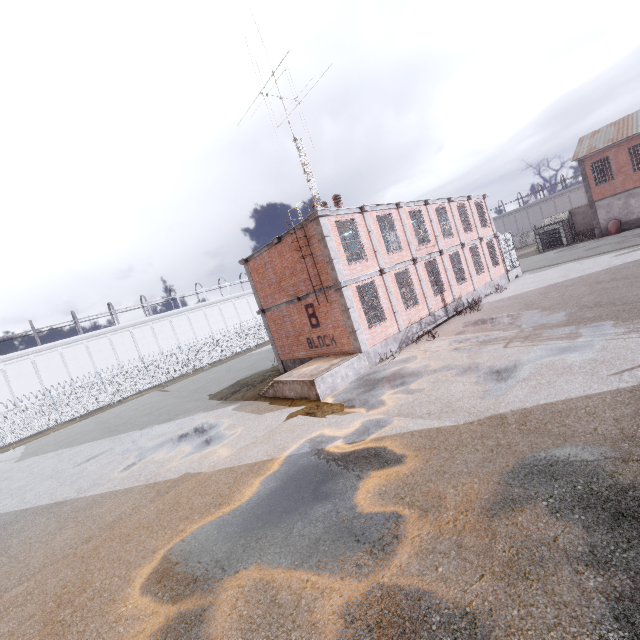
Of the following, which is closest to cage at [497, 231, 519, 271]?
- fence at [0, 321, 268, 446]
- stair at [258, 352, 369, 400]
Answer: fence at [0, 321, 268, 446]

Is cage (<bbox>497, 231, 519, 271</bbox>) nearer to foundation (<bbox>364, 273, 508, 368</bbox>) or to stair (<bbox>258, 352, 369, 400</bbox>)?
foundation (<bbox>364, 273, 508, 368</bbox>)

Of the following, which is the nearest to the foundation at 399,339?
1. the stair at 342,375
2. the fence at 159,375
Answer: the stair at 342,375

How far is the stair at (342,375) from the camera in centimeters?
1233cm

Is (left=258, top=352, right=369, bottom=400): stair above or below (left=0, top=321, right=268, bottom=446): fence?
below

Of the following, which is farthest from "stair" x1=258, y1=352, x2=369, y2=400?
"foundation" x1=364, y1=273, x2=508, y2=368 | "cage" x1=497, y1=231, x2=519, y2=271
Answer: "cage" x1=497, y1=231, x2=519, y2=271

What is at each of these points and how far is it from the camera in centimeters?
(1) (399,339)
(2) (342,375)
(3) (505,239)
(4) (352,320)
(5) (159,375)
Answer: (1) foundation, 1569cm
(2) stair, 1297cm
(3) cage, 2608cm
(4) trim, 1377cm
(5) fence, 3541cm

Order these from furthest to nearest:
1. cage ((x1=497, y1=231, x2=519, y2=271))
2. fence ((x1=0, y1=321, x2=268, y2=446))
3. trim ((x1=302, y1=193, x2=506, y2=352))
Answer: fence ((x1=0, y1=321, x2=268, y2=446)), cage ((x1=497, y1=231, x2=519, y2=271)), trim ((x1=302, y1=193, x2=506, y2=352))
